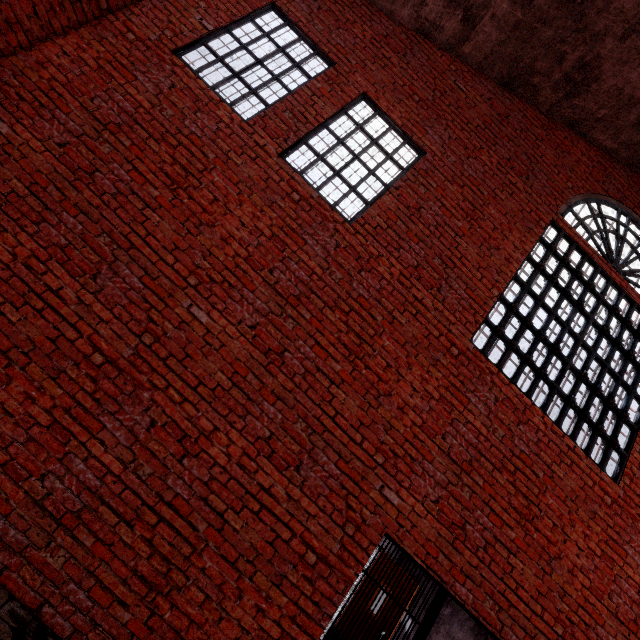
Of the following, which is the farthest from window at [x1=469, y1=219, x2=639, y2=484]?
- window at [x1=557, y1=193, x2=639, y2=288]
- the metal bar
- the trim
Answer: the trim

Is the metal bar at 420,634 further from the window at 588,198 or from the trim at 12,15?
the trim at 12,15

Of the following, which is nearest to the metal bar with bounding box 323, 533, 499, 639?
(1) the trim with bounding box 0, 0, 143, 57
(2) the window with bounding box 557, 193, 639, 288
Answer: (2) the window with bounding box 557, 193, 639, 288

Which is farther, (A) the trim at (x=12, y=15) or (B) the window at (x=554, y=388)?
(B) the window at (x=554, y=388)

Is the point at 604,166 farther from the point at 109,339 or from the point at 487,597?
the point at 109,339

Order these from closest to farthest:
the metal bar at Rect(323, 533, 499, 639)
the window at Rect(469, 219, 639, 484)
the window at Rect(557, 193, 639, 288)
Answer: the metal bar at Rect(323, 533, 499, 639) → the window at Rect(469, 219, 639, 484) → the window at Rect(557, 193, 639, 288)

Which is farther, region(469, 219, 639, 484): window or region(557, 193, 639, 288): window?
region(557, 193, 639, 288): window
